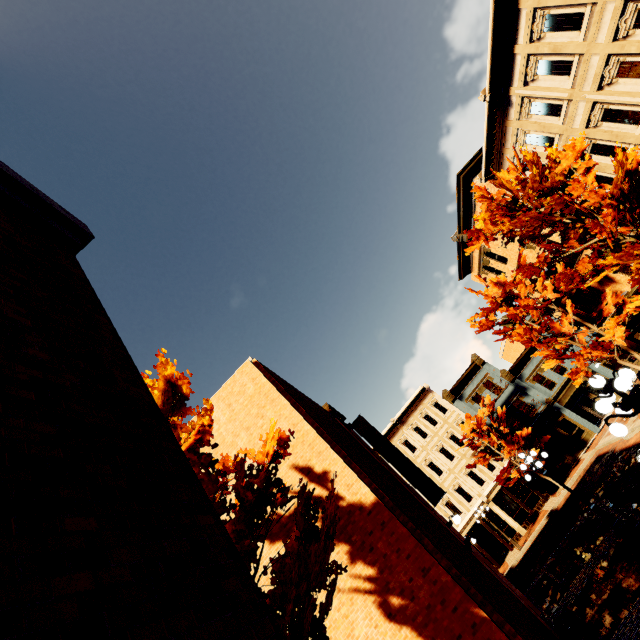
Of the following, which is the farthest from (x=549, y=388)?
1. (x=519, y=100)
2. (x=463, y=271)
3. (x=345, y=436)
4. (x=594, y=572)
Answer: (x=345, y=436)

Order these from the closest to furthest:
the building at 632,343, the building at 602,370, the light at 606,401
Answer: the light at 606,401 < the building at 632,343 < the building at 602,370

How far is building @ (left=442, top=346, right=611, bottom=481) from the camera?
27.2m

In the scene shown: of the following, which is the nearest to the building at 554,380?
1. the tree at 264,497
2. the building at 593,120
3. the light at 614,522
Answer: the building at 593,120

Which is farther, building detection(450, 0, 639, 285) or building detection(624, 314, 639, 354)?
building detection(624, 314, 639, 354)

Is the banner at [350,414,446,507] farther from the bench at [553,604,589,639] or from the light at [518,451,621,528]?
the bench at [553,604,589,639]

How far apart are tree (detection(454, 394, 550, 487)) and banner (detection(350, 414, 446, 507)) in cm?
1490
